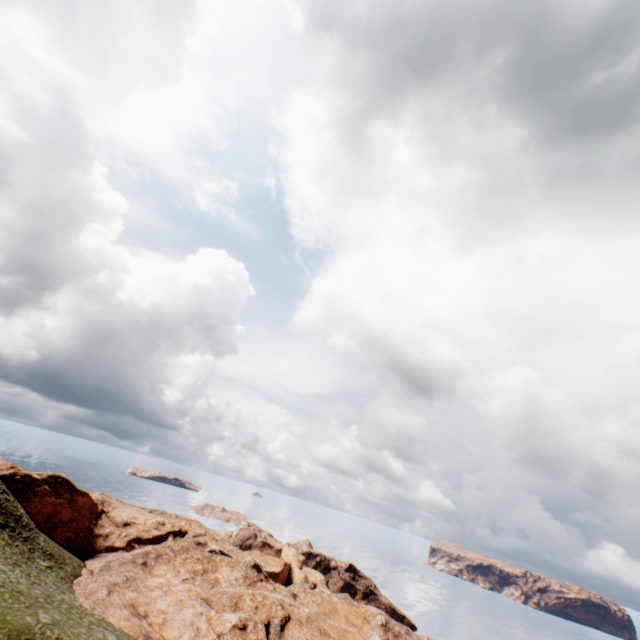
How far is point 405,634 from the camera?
58.3m
